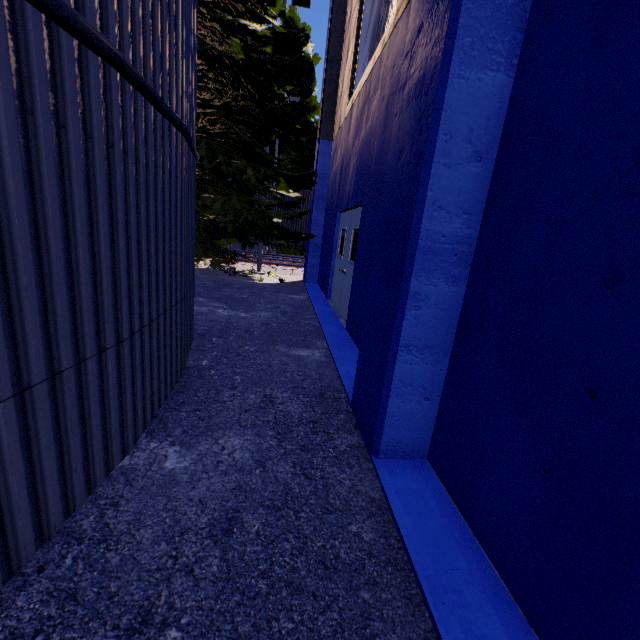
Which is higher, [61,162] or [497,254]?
[61,162]

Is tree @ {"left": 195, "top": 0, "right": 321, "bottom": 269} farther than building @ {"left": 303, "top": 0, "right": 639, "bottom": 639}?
Yes

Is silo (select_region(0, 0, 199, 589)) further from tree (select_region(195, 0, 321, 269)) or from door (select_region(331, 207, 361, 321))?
door (select_region(331, 207, 361, 321))

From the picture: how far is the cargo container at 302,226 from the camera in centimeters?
1869cm

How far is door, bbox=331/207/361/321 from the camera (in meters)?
7.03

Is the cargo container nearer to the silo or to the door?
the door

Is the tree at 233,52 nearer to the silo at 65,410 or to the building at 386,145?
the silo at 65,410

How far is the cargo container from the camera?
18.7 meters
